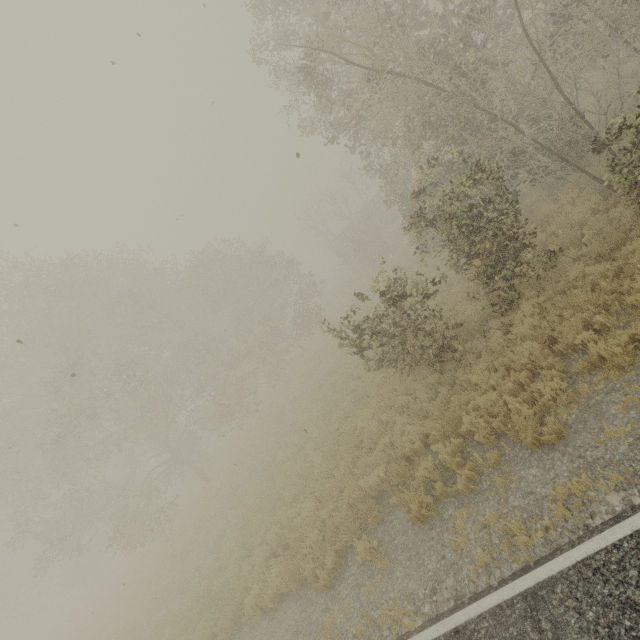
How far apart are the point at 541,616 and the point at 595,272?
7.28m
